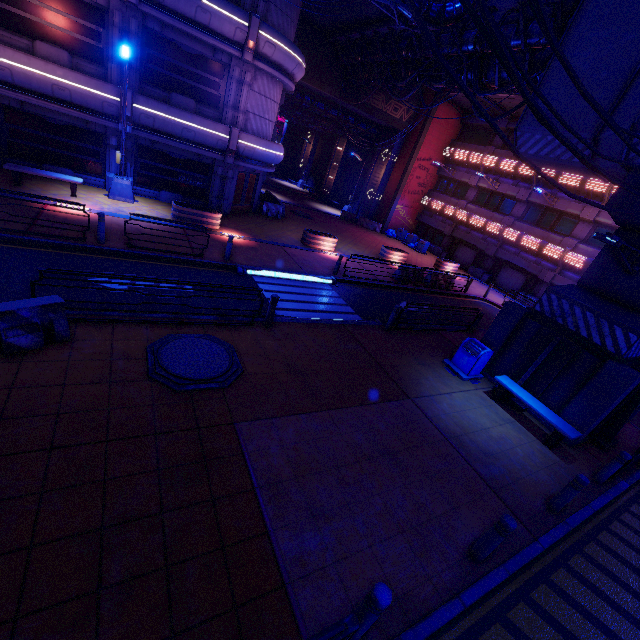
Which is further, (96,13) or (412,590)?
(96,13)

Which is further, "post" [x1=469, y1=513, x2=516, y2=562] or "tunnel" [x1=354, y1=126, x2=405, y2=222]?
"tunnel" [x1=354, y1=126, x2=405, y2=222]

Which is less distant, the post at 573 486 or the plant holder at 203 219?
the post at 573 486

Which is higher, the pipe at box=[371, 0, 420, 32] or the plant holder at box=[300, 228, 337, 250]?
the pipe at box=[371, 0, 420, 32]

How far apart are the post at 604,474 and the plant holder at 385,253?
16.6m

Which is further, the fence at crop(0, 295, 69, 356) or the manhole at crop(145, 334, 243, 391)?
the manhole at crop(145, 334, 243, 391)

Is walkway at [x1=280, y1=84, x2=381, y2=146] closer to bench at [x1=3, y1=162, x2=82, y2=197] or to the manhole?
bench at [x1=3, y1=162, x2=82, y2=197]

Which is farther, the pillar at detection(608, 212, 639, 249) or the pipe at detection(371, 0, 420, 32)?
the pipe at detection(371, 0, 420, 32)
